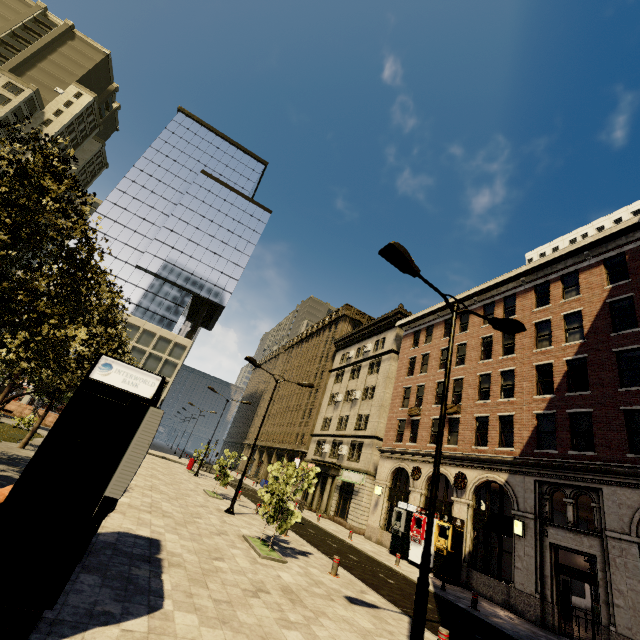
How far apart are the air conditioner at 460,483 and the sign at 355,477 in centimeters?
994cm

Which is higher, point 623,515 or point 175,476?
point 623,515

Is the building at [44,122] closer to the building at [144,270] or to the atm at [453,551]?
the building at [144,270]

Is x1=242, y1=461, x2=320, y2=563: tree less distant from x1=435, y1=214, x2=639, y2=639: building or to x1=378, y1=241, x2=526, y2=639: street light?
x1=378, y1=241, x2=526, y2=639: street light

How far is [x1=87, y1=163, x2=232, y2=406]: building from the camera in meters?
50.6

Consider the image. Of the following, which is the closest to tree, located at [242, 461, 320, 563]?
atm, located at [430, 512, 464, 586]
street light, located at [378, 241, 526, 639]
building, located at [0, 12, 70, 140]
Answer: building, located at [0, 12, 70, 140]

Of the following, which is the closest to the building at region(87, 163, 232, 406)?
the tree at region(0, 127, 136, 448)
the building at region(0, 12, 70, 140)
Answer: the building at region(0, 12, 70, 140)

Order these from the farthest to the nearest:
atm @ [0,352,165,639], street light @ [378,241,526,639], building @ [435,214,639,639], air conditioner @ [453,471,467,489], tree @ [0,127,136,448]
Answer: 1. air conditioner @ [453,471,467,489]
2. building @ [435,214,639,639]
3. tree @ [0,127,136,448]
4. street light @ [378,241,526,639]
5. atm @ [0,352,165,639]
